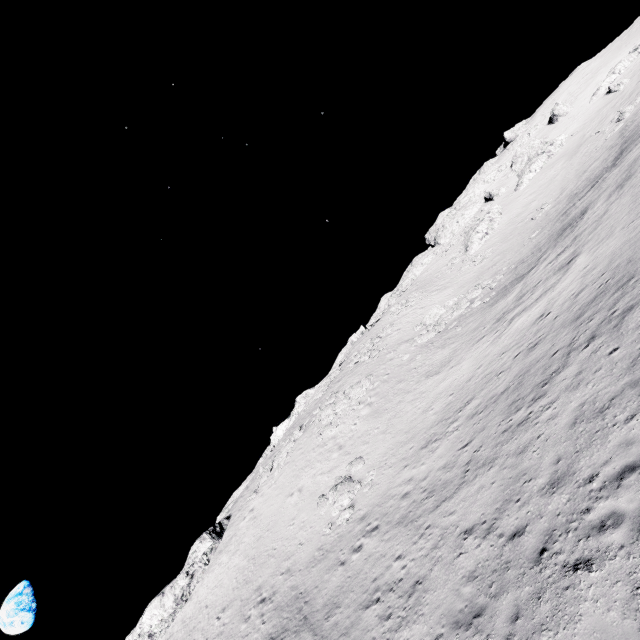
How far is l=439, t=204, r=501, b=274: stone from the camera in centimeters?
4520cm

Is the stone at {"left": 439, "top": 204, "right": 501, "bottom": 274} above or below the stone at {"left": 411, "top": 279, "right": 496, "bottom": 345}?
above

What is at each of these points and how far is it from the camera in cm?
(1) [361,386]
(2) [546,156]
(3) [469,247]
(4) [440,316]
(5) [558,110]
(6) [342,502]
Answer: (1) stone, 3178
(2) stone, 5100
(3) stone, 4822
(4) stone, 3356
(5) stone, 5628
(6) stone, 1927

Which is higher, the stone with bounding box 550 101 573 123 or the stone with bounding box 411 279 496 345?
the stone with bounding box 550 101 573 123

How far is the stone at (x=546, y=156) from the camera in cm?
5072

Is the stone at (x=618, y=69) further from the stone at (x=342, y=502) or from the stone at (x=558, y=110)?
the stone at (x=342, y=502)

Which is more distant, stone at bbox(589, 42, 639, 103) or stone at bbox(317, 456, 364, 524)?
stone at bbox(589, 42, 639, 103)

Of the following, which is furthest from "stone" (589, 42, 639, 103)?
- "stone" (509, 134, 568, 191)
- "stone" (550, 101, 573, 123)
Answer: "stone" (509, 134, 568, 191)
